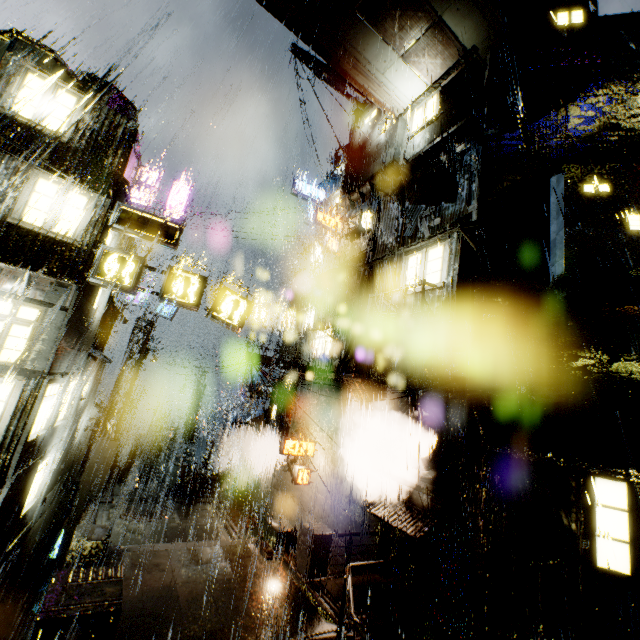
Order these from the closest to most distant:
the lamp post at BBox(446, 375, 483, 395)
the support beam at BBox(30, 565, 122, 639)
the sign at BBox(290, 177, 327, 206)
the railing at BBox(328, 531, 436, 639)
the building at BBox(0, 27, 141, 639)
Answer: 1. the support beam at BBox(30, 565, 122, 639)
2. the railing at BBox(328, 531, 436, 639)
3. the building at BBox(0, 27, 141, 639)
4. the lamp post at BBox(446, 375, 483, 395)
5. the sign at BBox(290, 177, 327, 206)

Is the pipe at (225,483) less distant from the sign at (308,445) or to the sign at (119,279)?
the sign at (308,445)

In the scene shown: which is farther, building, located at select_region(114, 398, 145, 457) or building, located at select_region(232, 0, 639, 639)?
building, located at select_region(114, 398, 145, 457)

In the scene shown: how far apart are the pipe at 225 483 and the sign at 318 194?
20.5 meters

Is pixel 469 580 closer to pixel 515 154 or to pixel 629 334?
pixel 629 334

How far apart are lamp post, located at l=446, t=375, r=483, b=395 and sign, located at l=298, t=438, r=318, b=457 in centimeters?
811cm

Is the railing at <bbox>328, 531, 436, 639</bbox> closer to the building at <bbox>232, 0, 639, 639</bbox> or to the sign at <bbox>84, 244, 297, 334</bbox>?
the building at <bbox>232, 0, 639, 639</bbox>
